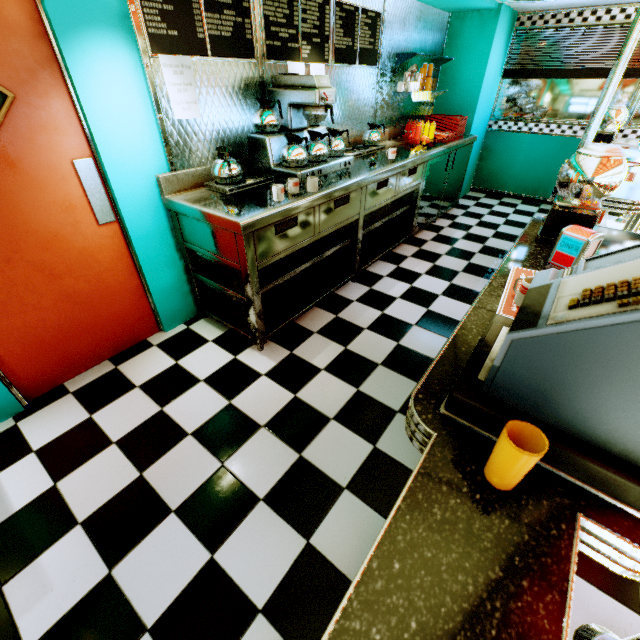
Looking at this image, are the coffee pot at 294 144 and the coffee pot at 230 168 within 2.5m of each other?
yes

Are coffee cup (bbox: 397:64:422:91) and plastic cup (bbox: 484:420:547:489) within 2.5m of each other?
no

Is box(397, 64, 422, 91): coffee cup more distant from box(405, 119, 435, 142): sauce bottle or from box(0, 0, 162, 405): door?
box(0, 0, 162, 405): door

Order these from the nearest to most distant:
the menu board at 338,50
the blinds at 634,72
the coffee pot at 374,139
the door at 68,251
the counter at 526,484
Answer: the counter at 526,484
the door at 68,251
the menu board at 338,50
the coffee pot at 374,139
the blinds at 634,72

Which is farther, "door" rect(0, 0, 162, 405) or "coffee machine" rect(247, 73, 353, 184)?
"coffee machine" rect(247, 73, 353, 184)

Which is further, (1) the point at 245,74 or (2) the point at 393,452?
(1) the point at 245,74

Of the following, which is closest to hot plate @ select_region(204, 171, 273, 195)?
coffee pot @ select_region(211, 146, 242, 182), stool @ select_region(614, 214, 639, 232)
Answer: coffee pot @ select_region(211, 146, 242, 182)

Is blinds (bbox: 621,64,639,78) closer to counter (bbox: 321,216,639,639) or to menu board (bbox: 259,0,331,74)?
menu board (bbox: 259,0,331,74)
